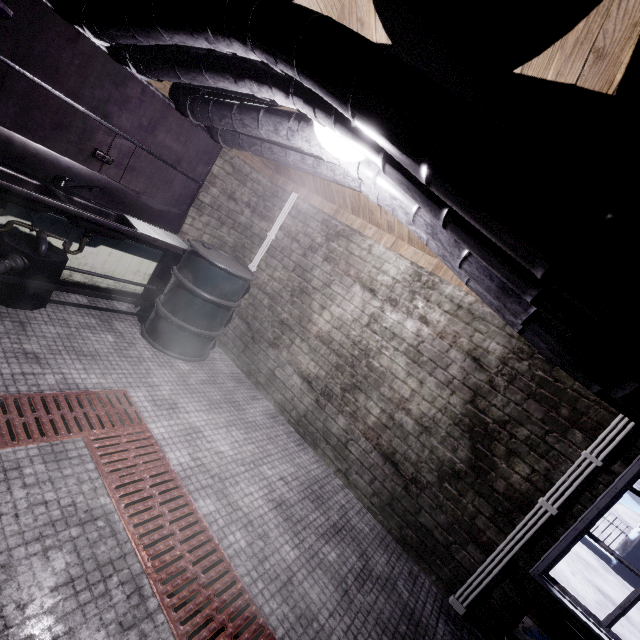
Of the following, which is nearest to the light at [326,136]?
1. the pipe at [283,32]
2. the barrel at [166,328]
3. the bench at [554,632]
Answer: the pipe at [283,32]

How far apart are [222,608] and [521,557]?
2.0 meters

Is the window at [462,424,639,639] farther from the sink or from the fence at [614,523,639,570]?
the fence at [614,523,639,570]

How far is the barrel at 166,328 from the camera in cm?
295

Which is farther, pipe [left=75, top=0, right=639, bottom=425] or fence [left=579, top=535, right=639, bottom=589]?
fence [left=579, top=535, right=639, bottom=589]

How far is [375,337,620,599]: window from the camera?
2.2 meters

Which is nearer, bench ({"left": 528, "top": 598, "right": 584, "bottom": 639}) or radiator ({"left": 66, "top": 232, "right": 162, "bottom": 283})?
bench ({"left": 528, "top": 598, "right": 584, "bottom": 639})

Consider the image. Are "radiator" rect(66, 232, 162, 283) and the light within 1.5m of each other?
no
